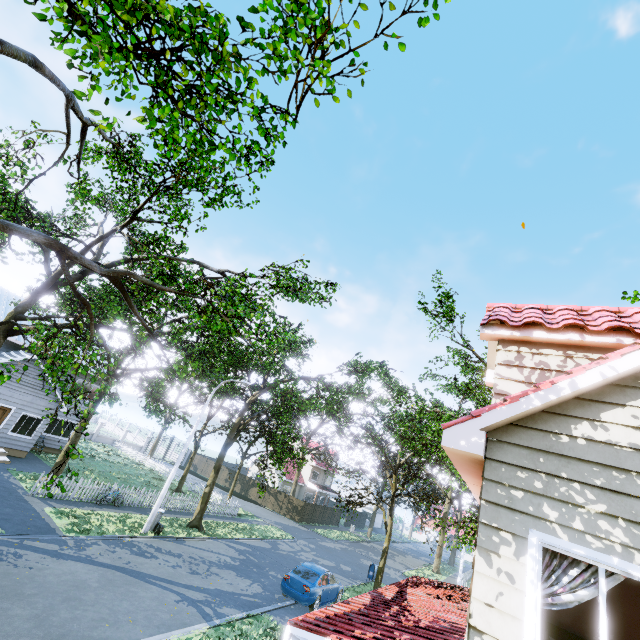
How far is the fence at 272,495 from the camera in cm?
3812

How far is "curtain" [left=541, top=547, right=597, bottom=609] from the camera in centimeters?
332cm

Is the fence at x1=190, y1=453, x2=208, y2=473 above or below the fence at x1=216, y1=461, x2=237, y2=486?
above

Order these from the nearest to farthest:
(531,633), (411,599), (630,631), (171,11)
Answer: (531,633) < (171,11) < (630,631) < (411,599)

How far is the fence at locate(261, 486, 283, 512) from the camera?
38.12m

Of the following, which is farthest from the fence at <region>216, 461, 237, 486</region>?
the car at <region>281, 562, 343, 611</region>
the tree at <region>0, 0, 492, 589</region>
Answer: the car at <region>281, 562, 343, 611</region>

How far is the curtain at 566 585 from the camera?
3.3m
